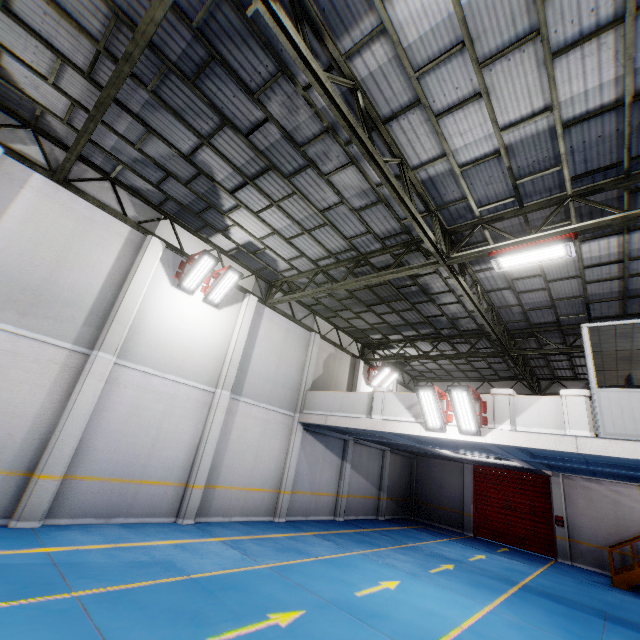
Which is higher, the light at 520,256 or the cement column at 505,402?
the light at 520,256

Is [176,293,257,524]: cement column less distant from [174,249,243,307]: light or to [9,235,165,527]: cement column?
[174,249,243,307]: light

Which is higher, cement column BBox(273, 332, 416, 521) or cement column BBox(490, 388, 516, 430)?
cement column BBox(490, 388, 516, 430)

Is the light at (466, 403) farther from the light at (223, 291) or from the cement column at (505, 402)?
the light at (223, 291)

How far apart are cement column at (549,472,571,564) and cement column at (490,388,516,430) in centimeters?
1147cm

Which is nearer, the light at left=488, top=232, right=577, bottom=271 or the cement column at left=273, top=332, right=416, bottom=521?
the light at left=488, top=232, right=577, bottom=271

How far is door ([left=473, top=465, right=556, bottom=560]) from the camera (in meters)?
16.58

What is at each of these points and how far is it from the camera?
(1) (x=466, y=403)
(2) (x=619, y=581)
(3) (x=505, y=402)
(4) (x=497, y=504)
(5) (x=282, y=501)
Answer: (1) light, 9.12m
(2) metal stair, 12.54m
(3) cement column, 9.25m
(4) door, 18.19m
(5) cement column, 12.73m
